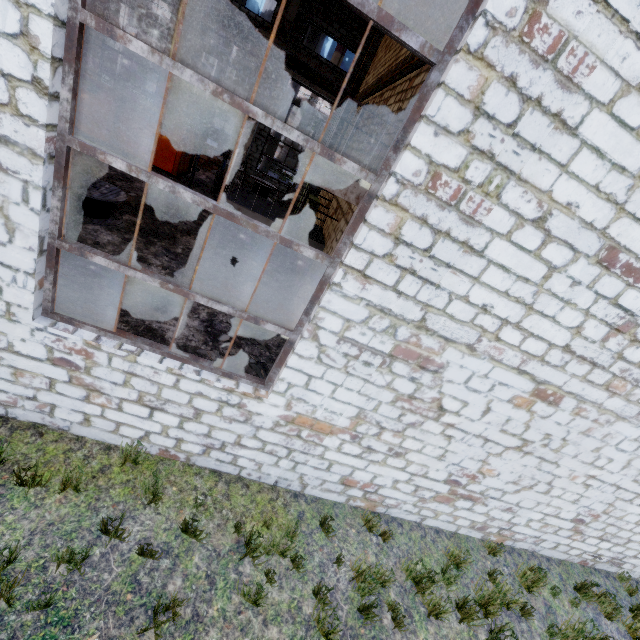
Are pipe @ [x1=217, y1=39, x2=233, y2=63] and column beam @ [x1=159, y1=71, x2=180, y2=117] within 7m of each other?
yes

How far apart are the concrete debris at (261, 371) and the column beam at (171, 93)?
16.7m

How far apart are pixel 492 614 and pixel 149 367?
6.6 meters

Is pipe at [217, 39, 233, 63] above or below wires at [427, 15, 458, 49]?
below

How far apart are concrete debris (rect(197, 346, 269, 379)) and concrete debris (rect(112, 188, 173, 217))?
6.1m

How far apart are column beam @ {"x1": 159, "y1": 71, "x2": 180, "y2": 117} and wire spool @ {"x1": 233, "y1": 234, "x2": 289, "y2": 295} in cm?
1259

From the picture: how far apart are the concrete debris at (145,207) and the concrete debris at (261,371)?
6.1m

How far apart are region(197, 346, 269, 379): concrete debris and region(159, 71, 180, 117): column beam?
16.7m
